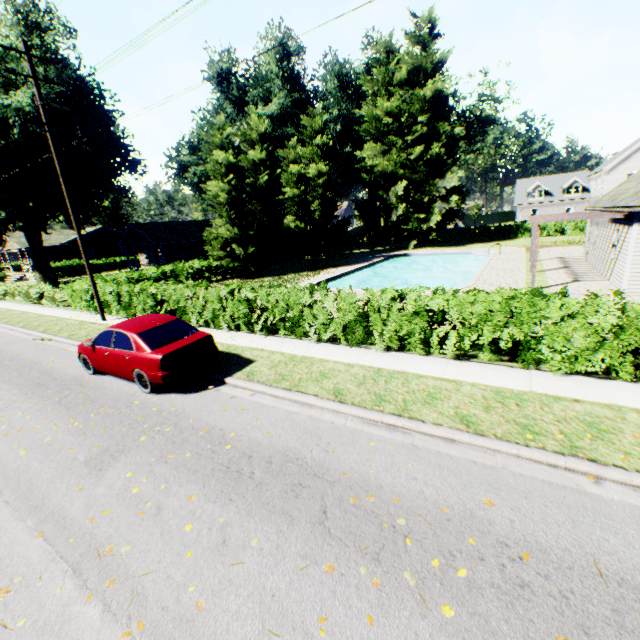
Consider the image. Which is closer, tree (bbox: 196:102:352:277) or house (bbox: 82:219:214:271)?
tree (bbox: 196:102:352:277)

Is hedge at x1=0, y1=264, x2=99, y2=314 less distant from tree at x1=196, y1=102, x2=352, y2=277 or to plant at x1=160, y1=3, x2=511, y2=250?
tree at x1=196, y1=102, x2=352, y2=277

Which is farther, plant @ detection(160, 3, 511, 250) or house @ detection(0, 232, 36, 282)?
house @ detection(0, 232, 36, 282)

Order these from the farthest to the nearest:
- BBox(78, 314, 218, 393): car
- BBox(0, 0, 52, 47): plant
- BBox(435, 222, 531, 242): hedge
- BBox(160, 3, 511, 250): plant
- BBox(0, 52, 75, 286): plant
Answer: BBox(435, 222, 531, 242): hedge < BBox(160, 3, 511, 250): plant < BBox(0, 52, 75, 286): plant < BBox(0, 0, 52, 47): plant < BBox(78, 314, 218, 393): car

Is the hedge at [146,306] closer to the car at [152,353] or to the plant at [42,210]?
the plant at [42,210]

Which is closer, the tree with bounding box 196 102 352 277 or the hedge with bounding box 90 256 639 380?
the hedge with bounding box 90 256 639 380

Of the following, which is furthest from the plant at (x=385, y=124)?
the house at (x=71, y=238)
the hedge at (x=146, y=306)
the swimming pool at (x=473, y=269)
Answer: the swimming pool at (x=473, y=269)

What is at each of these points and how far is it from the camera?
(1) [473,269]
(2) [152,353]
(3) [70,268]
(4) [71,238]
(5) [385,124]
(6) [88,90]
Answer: (1) swimming pool, 29.7 meters
(2) car, 7.9 meters
(3) hedge, 44.3 meters
(4) house, 47.6 meters
(5) plant, 37.7 meters
(6) plant, 32.1 meters
